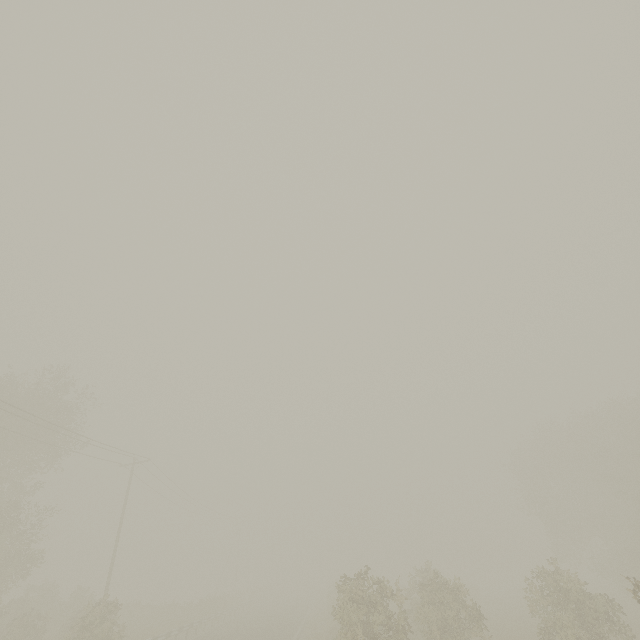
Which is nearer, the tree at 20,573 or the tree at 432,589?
the tree at 432,589

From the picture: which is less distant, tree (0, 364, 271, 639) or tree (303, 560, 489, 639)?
tree (303, 560, 489, 639)

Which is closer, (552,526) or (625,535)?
(625,535)
